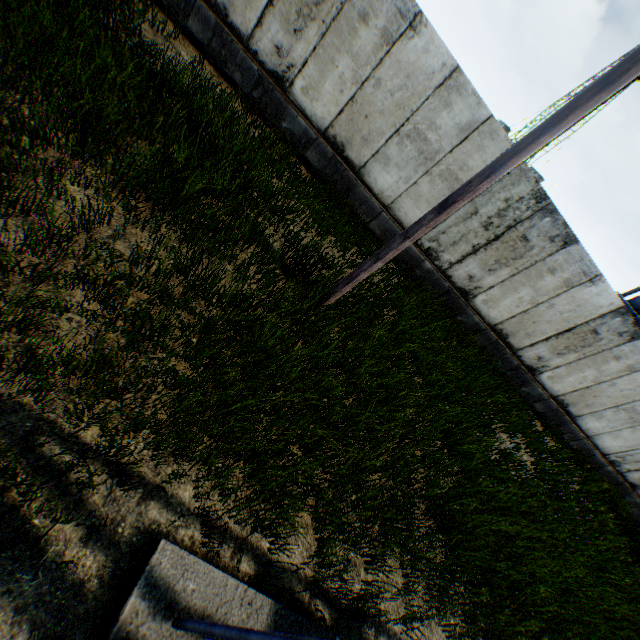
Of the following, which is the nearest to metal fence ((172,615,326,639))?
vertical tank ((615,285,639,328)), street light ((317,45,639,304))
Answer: street light ((317,45,639,304))

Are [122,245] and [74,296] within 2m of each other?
yes

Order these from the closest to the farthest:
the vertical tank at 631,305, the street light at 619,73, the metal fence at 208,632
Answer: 1. the metal fence at 208,632
2. the street light at 619,73
3. the vertical tank at 631,305

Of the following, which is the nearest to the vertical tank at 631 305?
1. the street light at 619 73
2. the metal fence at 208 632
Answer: the street light at 619 73

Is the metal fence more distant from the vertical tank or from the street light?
the vertical tank

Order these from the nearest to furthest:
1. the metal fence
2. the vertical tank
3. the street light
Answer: the metal fence < the street light < the vertical tank

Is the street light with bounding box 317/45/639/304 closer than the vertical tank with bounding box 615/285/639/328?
Yes

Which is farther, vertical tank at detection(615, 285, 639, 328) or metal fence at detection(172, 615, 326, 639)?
vertical tank at detection(615, 285, 639, 328)
